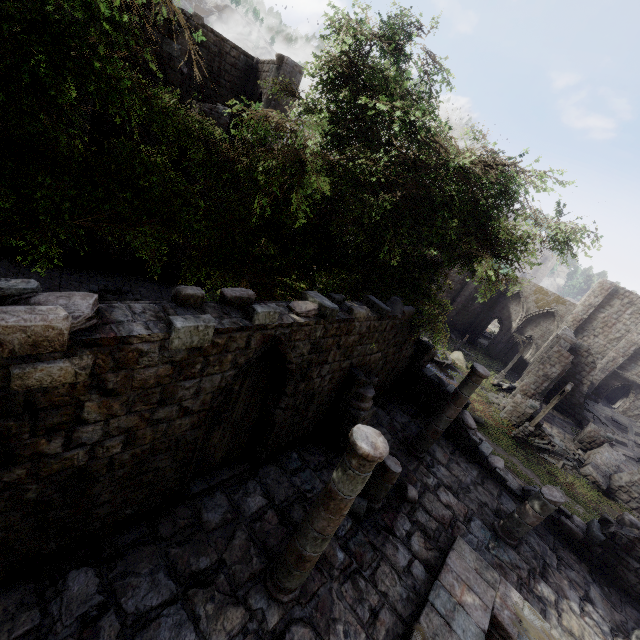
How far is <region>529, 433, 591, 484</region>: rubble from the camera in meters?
19.6

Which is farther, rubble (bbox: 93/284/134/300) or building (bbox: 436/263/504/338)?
building (bbox: 436/263/504/338)

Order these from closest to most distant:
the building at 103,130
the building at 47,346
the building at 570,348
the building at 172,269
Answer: the building at 47,346 → the building at 103,130 → the building at 172,269 → the building at 570,348

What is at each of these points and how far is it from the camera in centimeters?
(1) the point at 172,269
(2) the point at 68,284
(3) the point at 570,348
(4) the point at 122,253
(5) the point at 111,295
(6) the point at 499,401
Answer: (1) building, 1736cm
(2) building base, 1373cm
(3) building, 2772cm
(4) building, 1605cm
(5) rubble, 1380cm
(6) rubble, 2427cm

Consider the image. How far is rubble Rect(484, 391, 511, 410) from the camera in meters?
23.5

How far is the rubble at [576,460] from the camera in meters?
19.6 m

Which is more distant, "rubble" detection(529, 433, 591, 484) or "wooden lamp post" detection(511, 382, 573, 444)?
"rubble" detection(529, 433, 591, 484)

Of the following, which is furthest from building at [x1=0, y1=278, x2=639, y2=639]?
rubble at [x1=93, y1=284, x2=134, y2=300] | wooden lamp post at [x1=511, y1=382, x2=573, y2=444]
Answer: rubble at [x1=93, y1=284, x2=134, y2=300]
